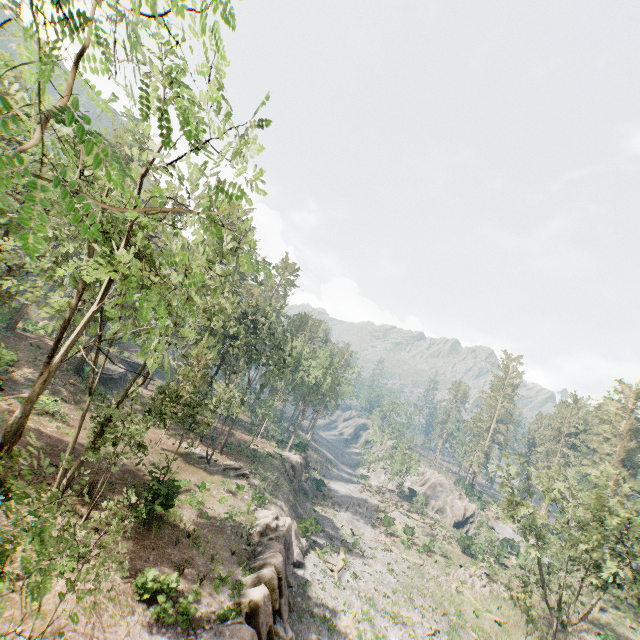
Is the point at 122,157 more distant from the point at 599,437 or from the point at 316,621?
the point at 599,437

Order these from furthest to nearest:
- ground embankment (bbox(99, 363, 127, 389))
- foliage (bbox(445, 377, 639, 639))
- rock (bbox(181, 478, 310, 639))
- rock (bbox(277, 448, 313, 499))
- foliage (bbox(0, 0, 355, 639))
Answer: rock (bbox(277, 448, 313, 499))
ground embankment (bbox(99, 363, 127, 389))
foliage (bbox(445, 377, 639, 639))
rock (bbox(181, 478, 310, 639))
foliage (bbox(0, 0, 355, 639))

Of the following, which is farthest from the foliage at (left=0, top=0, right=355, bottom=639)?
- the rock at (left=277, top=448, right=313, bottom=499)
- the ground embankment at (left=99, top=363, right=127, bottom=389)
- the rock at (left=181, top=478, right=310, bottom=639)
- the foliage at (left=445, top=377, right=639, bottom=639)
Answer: the rock at (left=277, top=448, right=313, bottom=499)

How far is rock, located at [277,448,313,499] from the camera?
45.3m

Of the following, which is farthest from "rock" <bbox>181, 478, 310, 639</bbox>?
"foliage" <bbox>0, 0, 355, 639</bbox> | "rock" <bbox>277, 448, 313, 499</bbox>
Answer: "rock" <bbox>277, 448, 313, 499</bbox>

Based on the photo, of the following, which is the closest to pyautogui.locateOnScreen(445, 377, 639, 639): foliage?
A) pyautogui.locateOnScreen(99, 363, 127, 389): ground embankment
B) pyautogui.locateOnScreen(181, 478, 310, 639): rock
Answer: pyautogui.locateOnScreen(181, 478, 310, 639): rock

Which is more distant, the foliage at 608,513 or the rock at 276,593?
the foliage at 608,513

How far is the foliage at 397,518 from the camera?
47.4 meters
